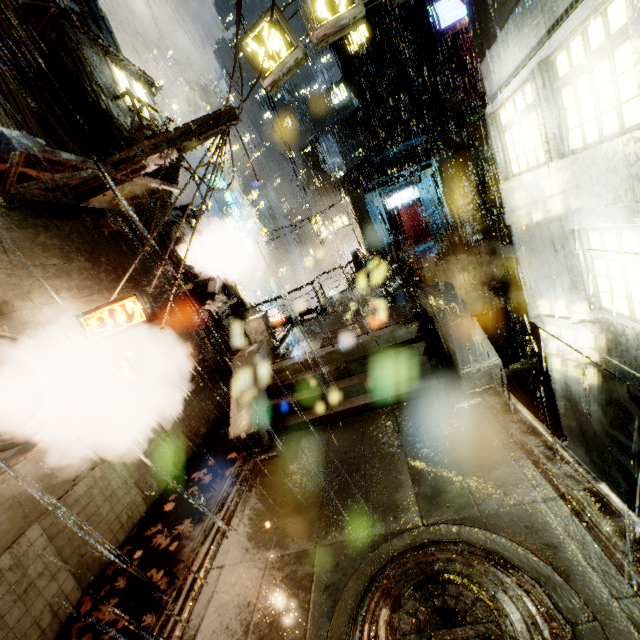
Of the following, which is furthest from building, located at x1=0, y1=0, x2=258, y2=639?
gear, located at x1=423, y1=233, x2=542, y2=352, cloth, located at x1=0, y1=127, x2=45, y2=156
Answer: gear, located at x1=423, y1=233, x2=542, y2=352

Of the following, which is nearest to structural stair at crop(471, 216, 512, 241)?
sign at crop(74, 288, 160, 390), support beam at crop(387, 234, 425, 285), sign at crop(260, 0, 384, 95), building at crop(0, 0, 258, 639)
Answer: building at crop(0, 0, 258, 639)

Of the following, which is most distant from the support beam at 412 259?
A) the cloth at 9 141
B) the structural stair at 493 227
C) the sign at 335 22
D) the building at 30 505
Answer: the cloth at 9 141

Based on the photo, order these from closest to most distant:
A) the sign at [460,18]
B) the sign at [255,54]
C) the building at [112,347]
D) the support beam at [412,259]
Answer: the sign at [255,54], the building at [112,347], the support beam at [412,259], the sign at [460,18]

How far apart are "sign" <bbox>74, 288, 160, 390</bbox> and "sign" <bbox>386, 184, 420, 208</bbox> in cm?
2338

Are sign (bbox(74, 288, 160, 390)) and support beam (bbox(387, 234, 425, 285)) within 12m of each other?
yes

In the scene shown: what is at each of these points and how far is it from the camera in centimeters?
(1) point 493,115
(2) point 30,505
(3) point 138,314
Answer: (1) building, 820cm
(2) building, 618cm
(3) sign, 786cm

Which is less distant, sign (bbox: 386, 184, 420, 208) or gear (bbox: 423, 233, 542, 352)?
gear (bbox: 423, 233, 542, 352)
